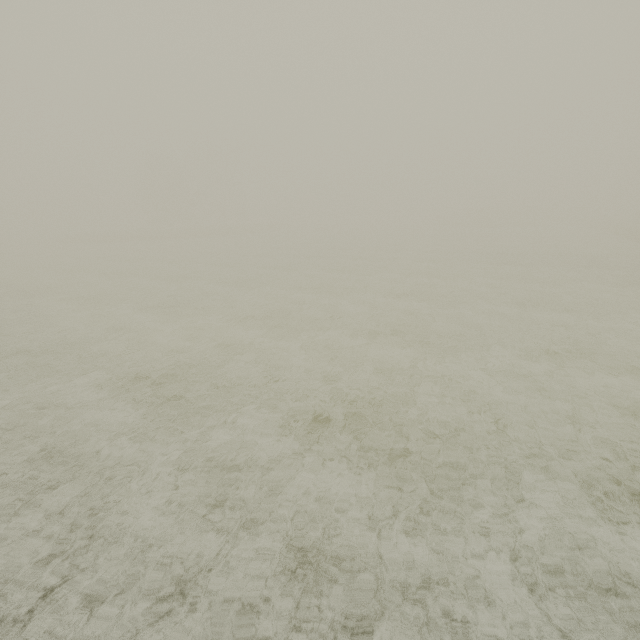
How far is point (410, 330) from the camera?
12.06m
